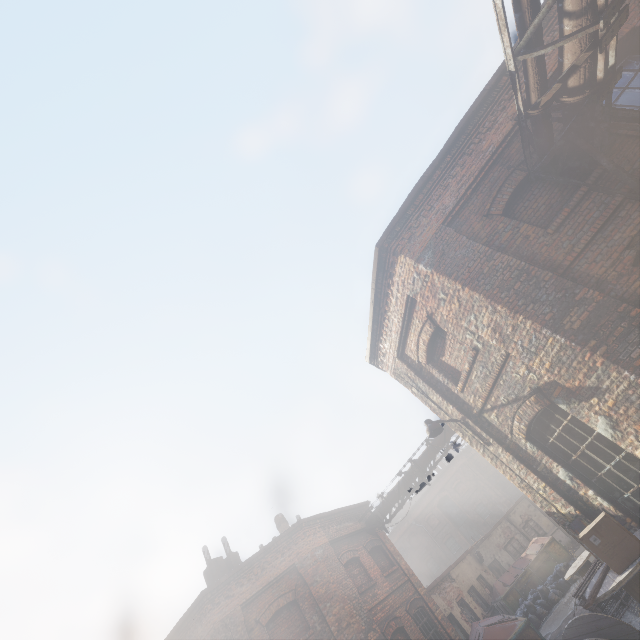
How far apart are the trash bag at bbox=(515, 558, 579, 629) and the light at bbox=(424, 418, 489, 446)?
13.1 meters

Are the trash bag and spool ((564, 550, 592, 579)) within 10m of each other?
yes

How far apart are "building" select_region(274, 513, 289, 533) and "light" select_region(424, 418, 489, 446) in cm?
1329

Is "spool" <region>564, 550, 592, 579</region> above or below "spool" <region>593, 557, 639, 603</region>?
below

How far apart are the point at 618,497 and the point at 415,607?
11.7 meters

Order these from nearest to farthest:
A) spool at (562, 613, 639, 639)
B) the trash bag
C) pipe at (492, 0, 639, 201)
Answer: pipe at (492, 0, 639, 201) < spool at (562, 613, 639, 639) < the trash bag

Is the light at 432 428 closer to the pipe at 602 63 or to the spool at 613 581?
the spool at 613 581

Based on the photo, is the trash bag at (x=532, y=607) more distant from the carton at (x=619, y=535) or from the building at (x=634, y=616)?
the carton at (x=619, y=535)
